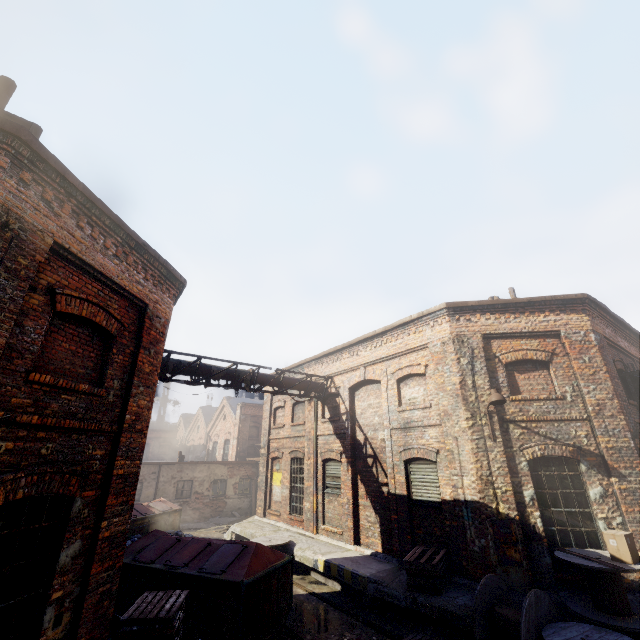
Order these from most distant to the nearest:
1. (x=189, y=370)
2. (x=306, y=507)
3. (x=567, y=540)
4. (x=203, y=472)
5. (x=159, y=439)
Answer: (x=159, y=439)
(x=203, y=472)
(x=306, y=507)
(x=189, y=370)
(x=567, y=540)

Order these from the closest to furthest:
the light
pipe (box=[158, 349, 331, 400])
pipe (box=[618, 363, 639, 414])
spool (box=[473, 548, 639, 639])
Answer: spool (box=[473, 548, 639, 639])
the light
pipe (box=[618, 363, 639, 414])
pipe (box=[158, 349, 331, 400])

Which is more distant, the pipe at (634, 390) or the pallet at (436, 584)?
the pipe at (634, 390)

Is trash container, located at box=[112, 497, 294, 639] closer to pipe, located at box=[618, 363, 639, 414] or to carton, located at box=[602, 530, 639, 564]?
carton, located at box=[602, 530, 639, 564]

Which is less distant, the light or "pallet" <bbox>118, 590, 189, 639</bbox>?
"pallet" <bbox>118, 590, 189, 639</bbox>

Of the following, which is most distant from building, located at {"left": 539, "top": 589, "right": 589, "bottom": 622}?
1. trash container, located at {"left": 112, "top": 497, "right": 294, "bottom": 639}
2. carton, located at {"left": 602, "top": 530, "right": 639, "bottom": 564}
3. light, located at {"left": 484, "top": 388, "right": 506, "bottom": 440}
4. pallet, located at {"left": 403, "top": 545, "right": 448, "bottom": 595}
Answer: light, located at {"left": 484, "top": 388, "right": 506, "bottom": 440}

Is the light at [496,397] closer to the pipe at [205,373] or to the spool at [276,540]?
the pipe at [205,373]

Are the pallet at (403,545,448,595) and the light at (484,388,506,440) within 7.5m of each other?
yes
